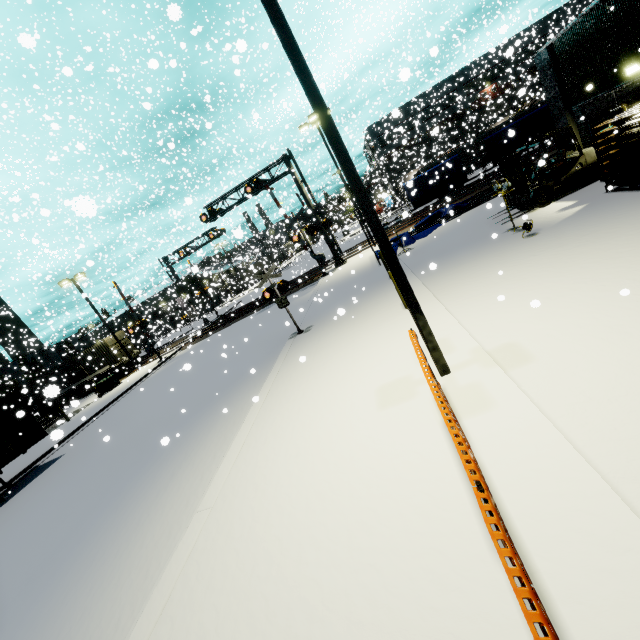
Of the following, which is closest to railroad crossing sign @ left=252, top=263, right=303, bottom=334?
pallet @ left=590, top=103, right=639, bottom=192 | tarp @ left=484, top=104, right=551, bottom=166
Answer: tarp @ left=484, top=104, right=551, bottom=166

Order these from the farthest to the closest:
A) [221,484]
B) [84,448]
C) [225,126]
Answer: [225,126]
[84,448]
[221,484]

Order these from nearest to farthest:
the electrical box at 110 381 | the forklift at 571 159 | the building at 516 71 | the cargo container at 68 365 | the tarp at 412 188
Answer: the building at 516 71
the forklift at 571 159
the cargo container at 68 365
the tarp at 412 188
the electrical box at 110 381

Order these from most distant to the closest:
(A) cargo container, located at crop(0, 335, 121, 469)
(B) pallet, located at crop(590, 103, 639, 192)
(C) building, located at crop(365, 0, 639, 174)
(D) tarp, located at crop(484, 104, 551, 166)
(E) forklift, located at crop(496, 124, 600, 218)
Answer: (D) tarp, located at crop(484, 104, 551, 166), (A) cargo container, located at crop(0, 335, 121, 469), (E) forklift, located at crop(496, 124, 600, 218), (C) building, located at crop(365, 0, 639, 174), (B) pallet, located at crop(590, 103, 639, 192)

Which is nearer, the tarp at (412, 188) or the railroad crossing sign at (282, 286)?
the railroad crossing sign at (282, 286)

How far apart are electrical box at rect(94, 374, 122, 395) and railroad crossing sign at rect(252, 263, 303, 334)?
21.7 meters

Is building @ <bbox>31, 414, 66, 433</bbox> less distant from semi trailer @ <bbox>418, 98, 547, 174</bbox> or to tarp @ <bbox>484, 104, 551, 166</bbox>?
semi trailer @ <bbox>418, 98, 547, 174</bbox>

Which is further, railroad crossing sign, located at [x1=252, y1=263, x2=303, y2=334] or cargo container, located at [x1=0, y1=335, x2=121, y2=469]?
cargo container, located at [x1=0, y1=335, x2=121, y2=469]
